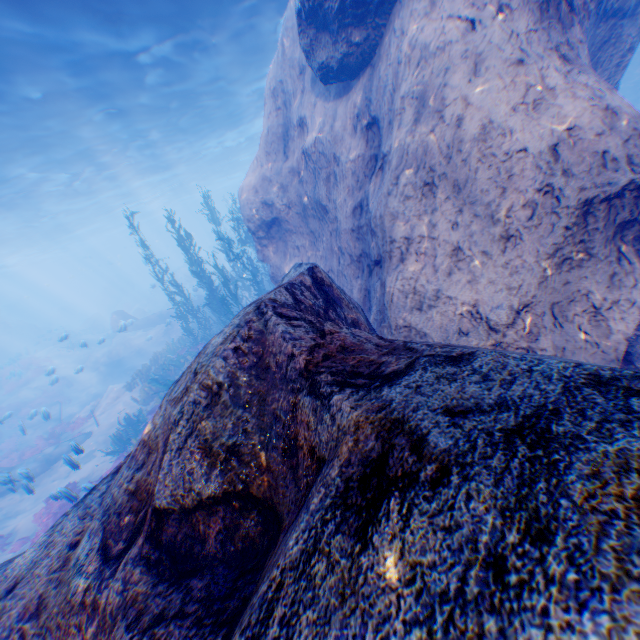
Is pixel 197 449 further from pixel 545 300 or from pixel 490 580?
pixel 545 300

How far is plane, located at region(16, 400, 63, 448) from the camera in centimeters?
1641cm

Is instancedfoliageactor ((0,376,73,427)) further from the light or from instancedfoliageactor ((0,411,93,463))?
the light

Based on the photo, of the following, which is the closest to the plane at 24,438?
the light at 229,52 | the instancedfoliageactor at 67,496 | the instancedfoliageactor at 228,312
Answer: the instancedfoliageactor at 228,312

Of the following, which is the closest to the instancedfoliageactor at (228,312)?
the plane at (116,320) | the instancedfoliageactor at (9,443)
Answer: the plane at (116,320)

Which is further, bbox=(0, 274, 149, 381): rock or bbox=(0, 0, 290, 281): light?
bbox=(0, 274, 149, 381): rock

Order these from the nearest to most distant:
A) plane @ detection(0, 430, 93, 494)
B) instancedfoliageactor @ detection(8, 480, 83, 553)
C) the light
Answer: instancedfoliageactor @ detection(8, 480, 83, 553) < plane @ detection(0, 430, 93, 494) < the light

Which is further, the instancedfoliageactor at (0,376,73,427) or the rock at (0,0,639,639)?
the instancedfoliageactor at (0,376,73,427)
